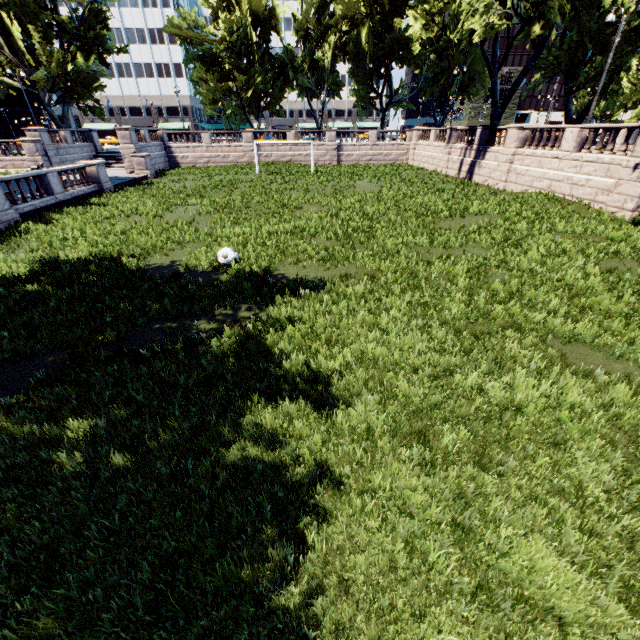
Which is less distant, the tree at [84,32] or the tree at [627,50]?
the tree at [627,50]

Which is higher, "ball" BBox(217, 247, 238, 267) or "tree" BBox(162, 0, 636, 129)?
"tree" BBox(162, 0, 636, 129)

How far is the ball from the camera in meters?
10.4 m

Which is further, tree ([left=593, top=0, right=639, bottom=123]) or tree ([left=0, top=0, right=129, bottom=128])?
tree ([left=0, top=0, right=129, bottom=128])

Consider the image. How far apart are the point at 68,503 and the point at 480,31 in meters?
31.9 m

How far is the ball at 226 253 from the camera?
10.4 meters

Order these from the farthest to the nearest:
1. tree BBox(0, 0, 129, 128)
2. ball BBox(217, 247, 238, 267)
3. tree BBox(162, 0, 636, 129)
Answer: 1. tree BBox(0, 0, 129, 128)
2. tree BBox(162, 0, 636, 129)
3. ball BBox(217, 247, 238, 267)

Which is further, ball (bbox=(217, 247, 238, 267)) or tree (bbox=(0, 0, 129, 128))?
tree (bbox=(0, 0, 129, 128))
